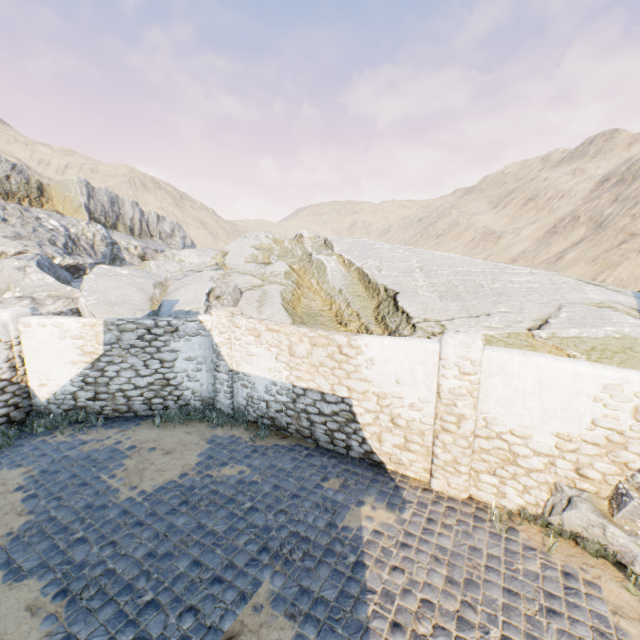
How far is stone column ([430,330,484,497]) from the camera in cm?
591

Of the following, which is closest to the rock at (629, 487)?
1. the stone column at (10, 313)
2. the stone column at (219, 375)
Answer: the stone column at (10, 313)

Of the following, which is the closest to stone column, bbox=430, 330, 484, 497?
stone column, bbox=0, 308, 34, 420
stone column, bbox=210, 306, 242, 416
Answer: stone column, bbox=210, 306, 242, 416

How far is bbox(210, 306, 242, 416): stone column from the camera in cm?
910

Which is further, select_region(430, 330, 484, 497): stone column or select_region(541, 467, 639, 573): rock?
select_region(430, 330, 484, 497): stone column

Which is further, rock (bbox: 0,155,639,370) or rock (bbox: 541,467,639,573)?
rock (bbox: 0,155,639,370)

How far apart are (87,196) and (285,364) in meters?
26.9

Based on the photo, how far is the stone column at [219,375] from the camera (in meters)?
9.10
